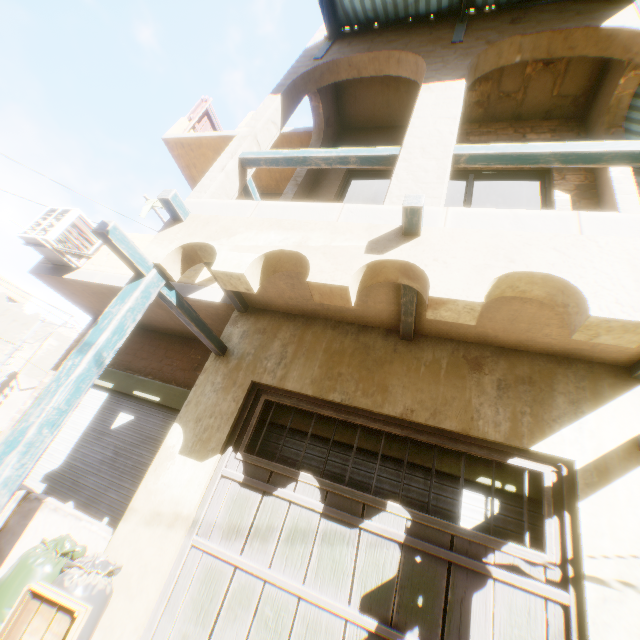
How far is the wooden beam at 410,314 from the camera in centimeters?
305cm

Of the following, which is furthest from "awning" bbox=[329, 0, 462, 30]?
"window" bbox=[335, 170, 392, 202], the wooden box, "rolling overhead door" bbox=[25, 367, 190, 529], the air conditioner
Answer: the wooden box

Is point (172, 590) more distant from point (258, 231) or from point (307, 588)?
point (258, 231)

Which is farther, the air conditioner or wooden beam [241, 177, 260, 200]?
the air conditioner

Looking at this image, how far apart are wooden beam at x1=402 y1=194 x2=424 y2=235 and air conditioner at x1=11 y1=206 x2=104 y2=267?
5.58m

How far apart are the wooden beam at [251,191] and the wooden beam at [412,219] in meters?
2.5

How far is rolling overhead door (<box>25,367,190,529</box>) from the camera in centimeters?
522cm
